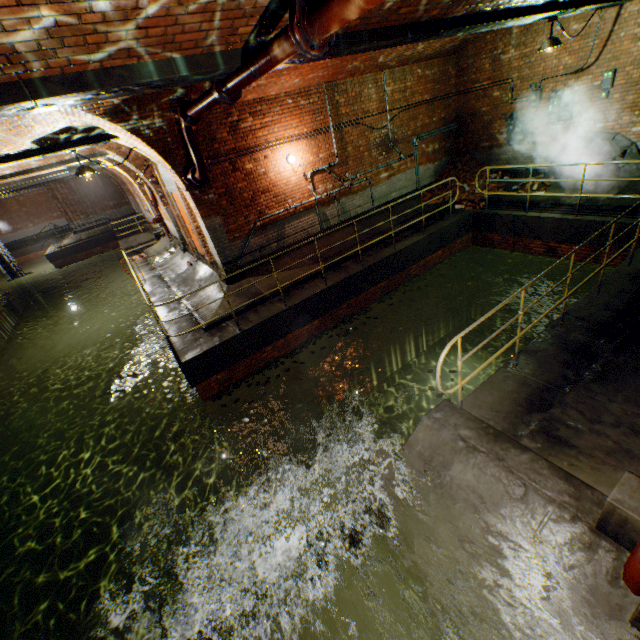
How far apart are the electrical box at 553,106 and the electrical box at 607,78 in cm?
62

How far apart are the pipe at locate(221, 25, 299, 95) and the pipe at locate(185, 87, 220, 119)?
0.2 meters

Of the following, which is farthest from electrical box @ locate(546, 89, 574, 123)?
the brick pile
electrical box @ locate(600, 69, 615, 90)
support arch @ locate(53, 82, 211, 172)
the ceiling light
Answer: support arch @ locate(53, 82, 211, 172)

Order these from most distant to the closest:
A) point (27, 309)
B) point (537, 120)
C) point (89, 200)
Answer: point (27, 309)
point (89, 200)
point (537, 120)

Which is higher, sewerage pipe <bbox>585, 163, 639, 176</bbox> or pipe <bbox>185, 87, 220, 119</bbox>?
pipe <bbox>185, 87, 220, 119</bbox>

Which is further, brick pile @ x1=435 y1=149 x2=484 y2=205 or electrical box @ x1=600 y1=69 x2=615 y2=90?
brick pile @ x1=435 y1=149 x2=484 y2=205

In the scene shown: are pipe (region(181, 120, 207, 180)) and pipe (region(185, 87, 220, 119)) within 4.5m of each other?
yes

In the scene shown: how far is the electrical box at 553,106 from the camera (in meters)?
9.02
